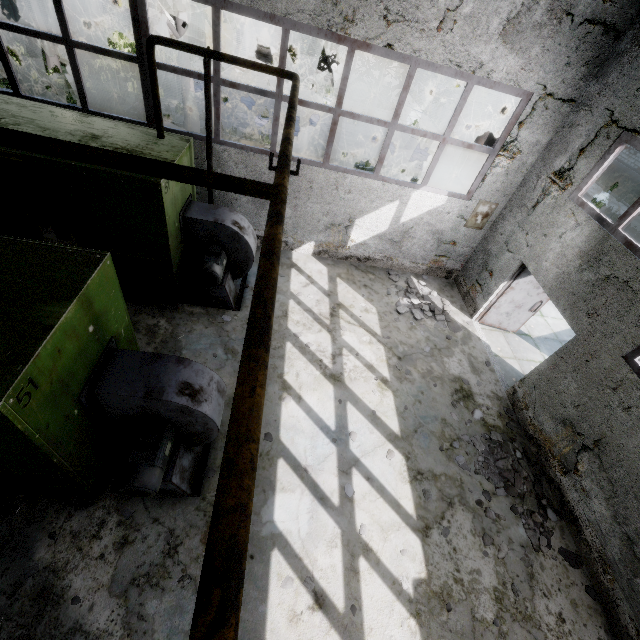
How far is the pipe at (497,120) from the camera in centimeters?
808cm

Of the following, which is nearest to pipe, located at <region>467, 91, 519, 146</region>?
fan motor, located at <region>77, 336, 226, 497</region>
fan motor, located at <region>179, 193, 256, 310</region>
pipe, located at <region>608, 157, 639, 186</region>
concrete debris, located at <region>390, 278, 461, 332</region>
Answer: pipe, located at <region>608, 157, 639, 186</region>

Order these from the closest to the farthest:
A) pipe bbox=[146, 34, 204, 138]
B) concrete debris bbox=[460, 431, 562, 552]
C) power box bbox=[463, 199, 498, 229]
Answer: pipe bbox=[146, 34, 204, 138] → concrete debris bbox=[460, 431, 562, 552] → power box bbox=[463, 199, 498, 229]

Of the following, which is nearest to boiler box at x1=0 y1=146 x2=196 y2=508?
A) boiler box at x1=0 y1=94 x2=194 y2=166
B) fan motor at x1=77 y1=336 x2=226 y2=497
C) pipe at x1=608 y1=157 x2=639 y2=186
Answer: fan motor at x1=77 y1=336 x2=226 y2=497

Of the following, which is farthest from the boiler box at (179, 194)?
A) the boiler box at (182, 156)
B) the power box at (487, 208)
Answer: the power box at (487, 208)

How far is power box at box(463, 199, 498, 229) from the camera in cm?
868

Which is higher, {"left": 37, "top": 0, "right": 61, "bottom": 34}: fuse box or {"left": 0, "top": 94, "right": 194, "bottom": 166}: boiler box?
{"left": 0, "top": 94, "right": 194, "bottom": 166}: boiler box

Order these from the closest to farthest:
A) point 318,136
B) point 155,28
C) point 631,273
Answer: point 631,273, point 318,136, point 155,28
